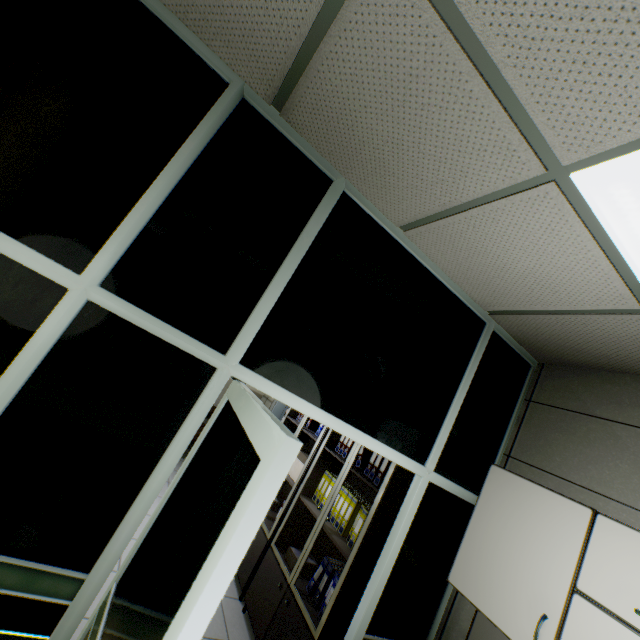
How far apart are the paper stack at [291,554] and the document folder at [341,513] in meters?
0.4

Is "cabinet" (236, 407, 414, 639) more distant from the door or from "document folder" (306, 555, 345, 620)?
the door

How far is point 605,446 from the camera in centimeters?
212cm

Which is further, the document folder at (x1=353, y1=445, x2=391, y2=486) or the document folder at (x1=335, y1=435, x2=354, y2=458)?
the document folder at (x1=335, y1=435, x2=354, y2=458)

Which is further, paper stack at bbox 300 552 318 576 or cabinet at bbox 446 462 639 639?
paper stack at bbox 300 552 318 576

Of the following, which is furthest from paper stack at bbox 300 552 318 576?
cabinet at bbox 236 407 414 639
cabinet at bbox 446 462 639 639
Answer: cabinet at bbox 446 462 639 639

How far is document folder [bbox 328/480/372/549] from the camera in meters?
2.7

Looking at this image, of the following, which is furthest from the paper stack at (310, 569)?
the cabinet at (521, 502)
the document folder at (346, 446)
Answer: the cabinet at (521, 502)
